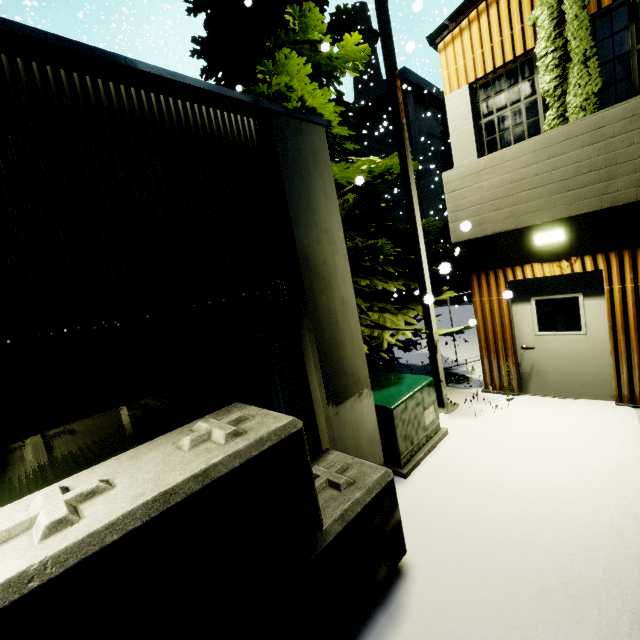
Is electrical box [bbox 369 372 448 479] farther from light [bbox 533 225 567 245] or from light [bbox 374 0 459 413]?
light [bbox 533 225 567 245]

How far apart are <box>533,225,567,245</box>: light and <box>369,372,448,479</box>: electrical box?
3.3 meters

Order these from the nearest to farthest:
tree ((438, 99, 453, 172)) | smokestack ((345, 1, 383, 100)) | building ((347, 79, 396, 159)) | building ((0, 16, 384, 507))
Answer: building ((0, 16, 384, 507))
tree ((438, 99, 453, 172))
building ((347, 79, 396, 159))
smokestack ((345, 1, 383, 100))

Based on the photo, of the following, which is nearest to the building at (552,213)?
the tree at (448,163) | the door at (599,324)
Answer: the door at (599,324)

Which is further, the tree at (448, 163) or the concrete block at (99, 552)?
the tree at (448, 163)

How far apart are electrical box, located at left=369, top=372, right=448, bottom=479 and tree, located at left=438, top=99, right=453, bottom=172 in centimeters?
1898cm

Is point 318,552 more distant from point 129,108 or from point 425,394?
point 129,108

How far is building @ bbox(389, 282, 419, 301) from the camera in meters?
23.2 m
